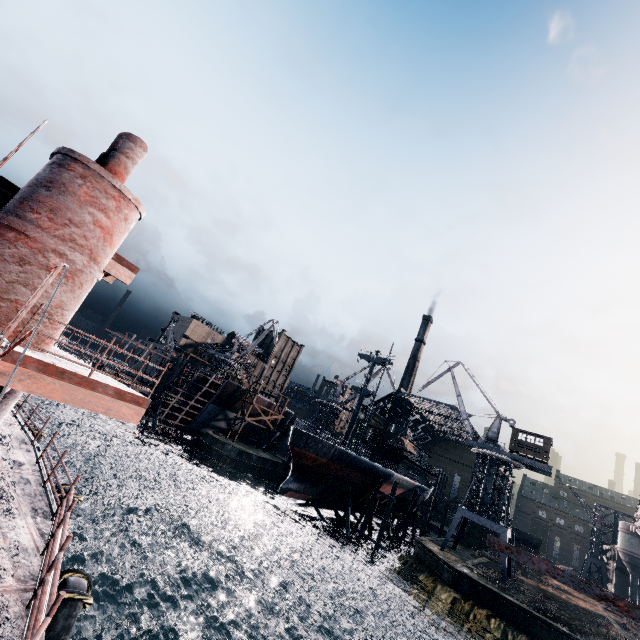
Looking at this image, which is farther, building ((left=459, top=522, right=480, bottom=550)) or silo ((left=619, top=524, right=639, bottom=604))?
building ((left=459, top=522, right=480, bottom=550))

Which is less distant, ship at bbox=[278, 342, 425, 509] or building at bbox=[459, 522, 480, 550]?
ship at bbox=[278, 342, 425, 509]

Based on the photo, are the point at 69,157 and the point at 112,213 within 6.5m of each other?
yes

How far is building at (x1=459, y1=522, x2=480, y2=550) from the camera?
58.2 meters

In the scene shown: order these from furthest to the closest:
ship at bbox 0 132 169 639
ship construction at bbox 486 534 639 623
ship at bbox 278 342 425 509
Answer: ship at bbox 278 342 425 509 → ship at bbox 0 132 169 639 → ship construction at bbox 486 534 639 623

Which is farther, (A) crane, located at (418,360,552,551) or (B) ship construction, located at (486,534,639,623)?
(A) crane, located at (418,360,552,551)

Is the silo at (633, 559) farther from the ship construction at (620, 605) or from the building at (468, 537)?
the ship construction at (620, 605)

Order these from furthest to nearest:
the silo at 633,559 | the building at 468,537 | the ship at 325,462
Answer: the building at 468,537
the silo at 633,559
the ship at 325,462
